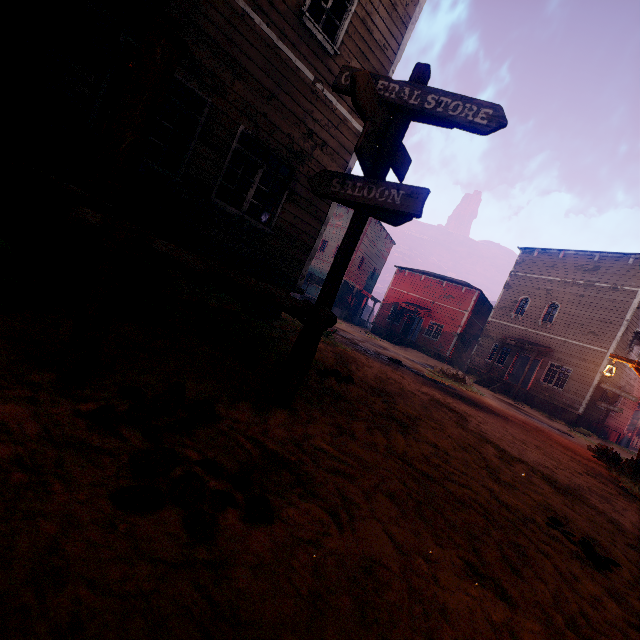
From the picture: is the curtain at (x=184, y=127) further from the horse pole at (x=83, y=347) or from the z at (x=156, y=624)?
the horse pole at (x=83, y=347)

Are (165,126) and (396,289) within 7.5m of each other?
no

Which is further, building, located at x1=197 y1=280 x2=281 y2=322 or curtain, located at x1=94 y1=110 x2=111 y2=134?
building, located at x1=197 y1=280 x2=281 y2=322

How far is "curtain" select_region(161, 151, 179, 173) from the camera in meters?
5.6 m

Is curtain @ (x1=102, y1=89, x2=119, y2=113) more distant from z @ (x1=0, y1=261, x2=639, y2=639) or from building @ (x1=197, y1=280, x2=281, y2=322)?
z @ (x1=0, y1=261, x2=639, y2=639)

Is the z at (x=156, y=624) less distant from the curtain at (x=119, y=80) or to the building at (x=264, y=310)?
the building at (x=264, y=310)

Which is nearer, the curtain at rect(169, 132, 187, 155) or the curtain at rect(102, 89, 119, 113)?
the curtain at rect(102, 89, 119, 113)

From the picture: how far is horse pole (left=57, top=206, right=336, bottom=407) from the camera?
1.7m
